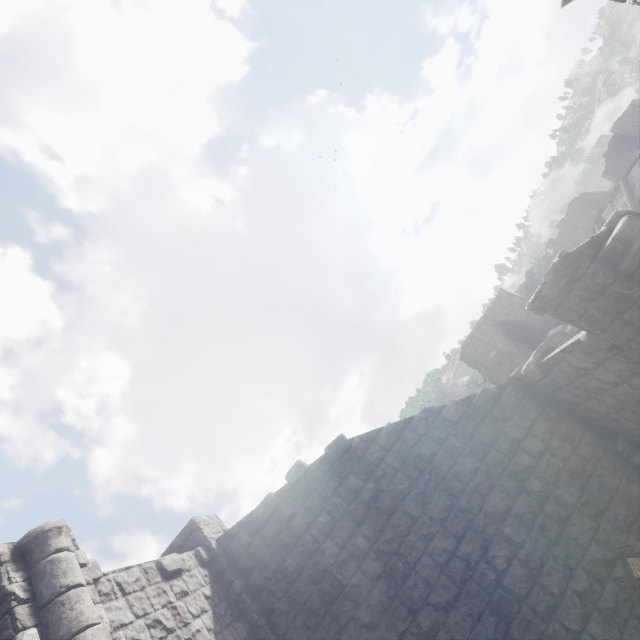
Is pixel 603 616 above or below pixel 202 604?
below
